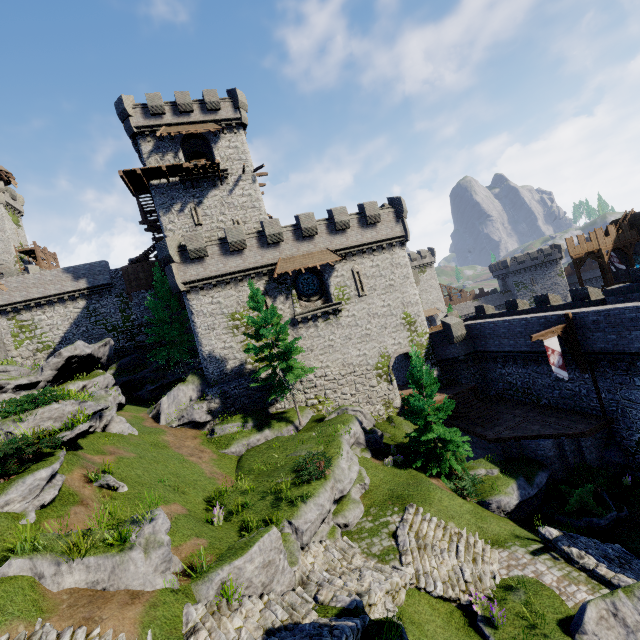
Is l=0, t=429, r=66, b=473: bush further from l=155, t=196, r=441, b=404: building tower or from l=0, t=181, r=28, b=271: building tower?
l=0, t=181, r=28, b=271: building tower

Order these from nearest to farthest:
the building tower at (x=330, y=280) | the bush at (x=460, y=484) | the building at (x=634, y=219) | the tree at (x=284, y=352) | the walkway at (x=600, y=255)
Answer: the bush at (x=460, y=484)
the tree at (x=284, y=352)
the building tower at (x=330, y=280)
the walkway at (x=600, y=255)
the building at (x=634, y=219)

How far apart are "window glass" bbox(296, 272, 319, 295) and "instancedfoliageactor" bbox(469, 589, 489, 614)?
21.14m

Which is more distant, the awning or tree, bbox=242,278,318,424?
the awning

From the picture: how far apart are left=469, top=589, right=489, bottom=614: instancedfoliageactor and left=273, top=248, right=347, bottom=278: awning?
20.7 meters

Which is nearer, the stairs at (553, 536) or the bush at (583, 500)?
the stairs at (553, 536)

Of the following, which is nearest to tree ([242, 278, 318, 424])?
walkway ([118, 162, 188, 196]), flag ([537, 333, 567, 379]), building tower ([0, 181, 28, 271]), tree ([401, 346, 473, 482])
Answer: tree ([401, 346, 473, 482])

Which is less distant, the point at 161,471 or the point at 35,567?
the point at 35,567
